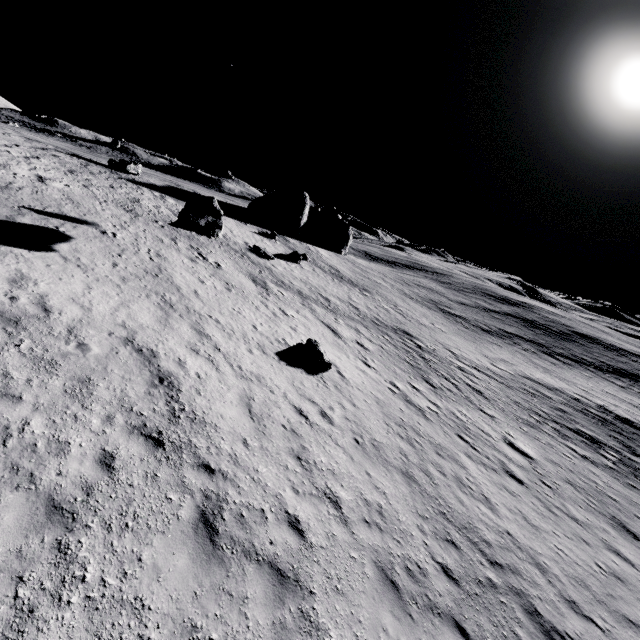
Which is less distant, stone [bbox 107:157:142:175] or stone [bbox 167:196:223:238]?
stone [bbox 167:196:223:238]

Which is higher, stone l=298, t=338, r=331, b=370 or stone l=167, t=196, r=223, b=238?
stone l=167, t=196, r=223, b=238

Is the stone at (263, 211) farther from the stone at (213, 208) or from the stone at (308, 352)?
the stone at (308, 352)

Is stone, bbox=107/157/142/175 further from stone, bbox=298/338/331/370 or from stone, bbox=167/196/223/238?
stone, bbox=298/338/331/370

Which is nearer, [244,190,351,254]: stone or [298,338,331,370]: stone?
[298,338,331,370]: stone

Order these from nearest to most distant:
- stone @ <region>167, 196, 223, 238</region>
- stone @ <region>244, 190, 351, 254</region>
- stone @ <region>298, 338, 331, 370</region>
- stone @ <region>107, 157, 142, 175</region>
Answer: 1. stone @ <region>298, 338, 331, 370</region>
2. stone @ <region>167, 196, 223, 238</region>
3. stone @ <region>107, 157, 142, 175</region>
4. stone @ <region>244, 190, 351, 254</region>

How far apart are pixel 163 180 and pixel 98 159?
7.6m
